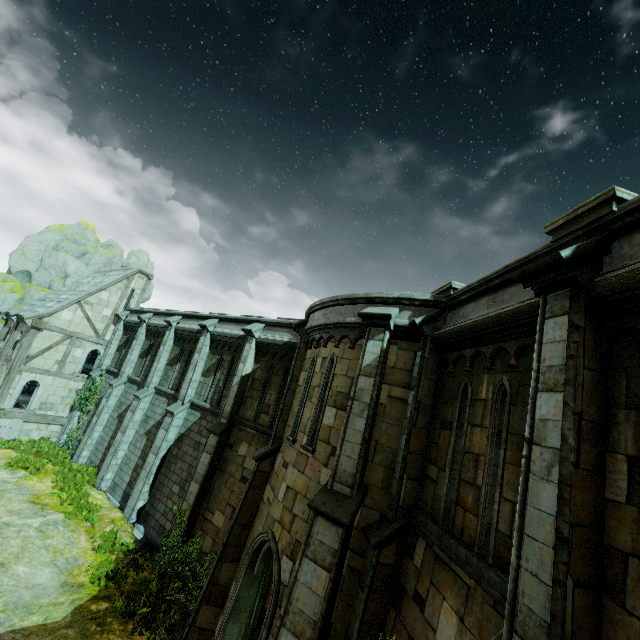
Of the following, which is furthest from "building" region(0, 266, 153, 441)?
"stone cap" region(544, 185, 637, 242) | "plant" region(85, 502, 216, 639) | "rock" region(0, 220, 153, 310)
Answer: "stone cap" region(544, 185, 637, 242)

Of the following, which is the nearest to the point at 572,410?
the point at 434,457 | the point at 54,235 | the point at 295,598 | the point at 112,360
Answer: the point at 434,457

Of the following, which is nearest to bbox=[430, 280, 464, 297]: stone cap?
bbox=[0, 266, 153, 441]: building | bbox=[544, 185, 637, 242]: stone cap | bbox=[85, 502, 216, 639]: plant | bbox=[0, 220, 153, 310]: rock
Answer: bbox=[544, 185, 637, 242]: stone cap

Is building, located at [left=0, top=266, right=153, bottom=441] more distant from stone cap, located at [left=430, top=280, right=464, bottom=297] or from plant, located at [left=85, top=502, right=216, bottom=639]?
stone cap, located at [left=430, top=280, right=464, bottom=297]

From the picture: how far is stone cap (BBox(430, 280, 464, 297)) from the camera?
7.03m

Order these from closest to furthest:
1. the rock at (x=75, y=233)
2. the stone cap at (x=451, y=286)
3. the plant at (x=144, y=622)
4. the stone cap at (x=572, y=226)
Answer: the stone cap at (x=572, y=226) → the stone cap at (x=451, y=286) → the plant at (x=144, y=622) → the rock at (x=75, y=233)

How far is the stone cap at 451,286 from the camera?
7.03m

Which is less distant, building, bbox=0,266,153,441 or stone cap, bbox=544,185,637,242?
stone cap, bbox=544,185,637,242
